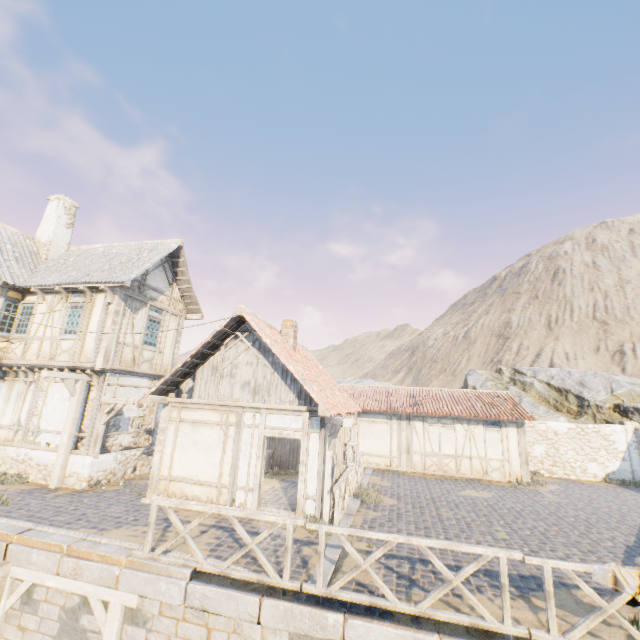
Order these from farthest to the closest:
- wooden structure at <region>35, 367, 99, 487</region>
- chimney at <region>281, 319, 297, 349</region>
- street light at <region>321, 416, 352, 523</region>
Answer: chimney at <region>281, 319, 297, 349</region> → wooden structure at <region>35, 367, 99, 487</region> → street light at <region>321, 416, 352, 523</region>

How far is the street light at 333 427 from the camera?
8.35m

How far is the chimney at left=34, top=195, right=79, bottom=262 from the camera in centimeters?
1506cm

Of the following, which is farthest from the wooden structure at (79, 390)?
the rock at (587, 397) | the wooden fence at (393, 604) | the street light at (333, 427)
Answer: the rock at (587, 397)

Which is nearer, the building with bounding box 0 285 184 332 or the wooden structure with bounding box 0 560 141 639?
the wooden structure with bounding box 0 560 141 639

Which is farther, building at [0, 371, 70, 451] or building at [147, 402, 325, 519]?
building at [0, 371, 70, 451]

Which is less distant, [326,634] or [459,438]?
[326,634]
